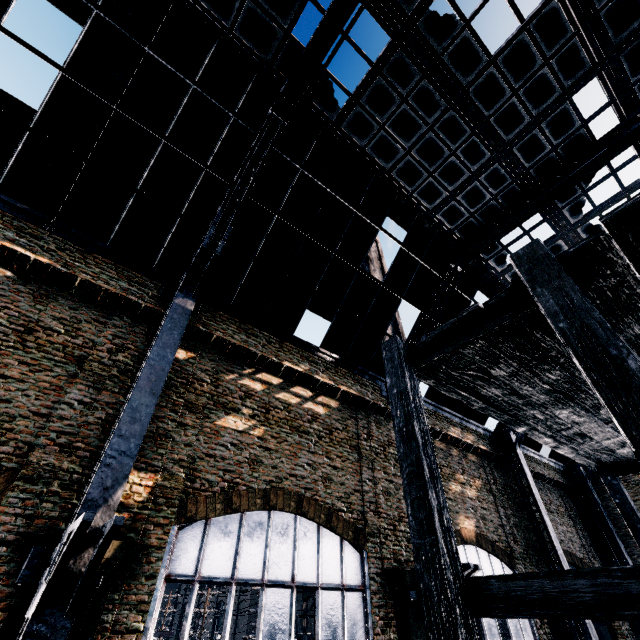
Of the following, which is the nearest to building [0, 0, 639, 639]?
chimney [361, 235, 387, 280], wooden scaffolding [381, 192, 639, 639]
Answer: wooden scaffolding [381, 192, 639, 639]

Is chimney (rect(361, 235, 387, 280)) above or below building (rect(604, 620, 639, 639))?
above

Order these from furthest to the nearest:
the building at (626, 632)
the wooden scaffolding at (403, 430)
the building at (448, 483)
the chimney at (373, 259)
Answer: the chimney at (373, 259), the building at (626, 632), the building at (448, 483), the wooden scaffolding at (403, 430)

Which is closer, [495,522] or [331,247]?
[331,247]

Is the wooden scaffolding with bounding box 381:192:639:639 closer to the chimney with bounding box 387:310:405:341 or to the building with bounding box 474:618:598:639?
the building with bounding box 474:618:598:639

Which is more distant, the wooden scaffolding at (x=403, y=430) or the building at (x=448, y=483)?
the building at (x=448, y=483)

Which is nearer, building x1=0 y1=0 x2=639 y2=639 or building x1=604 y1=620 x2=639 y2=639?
building x1=0 y1=0 x2=639 y2=639
